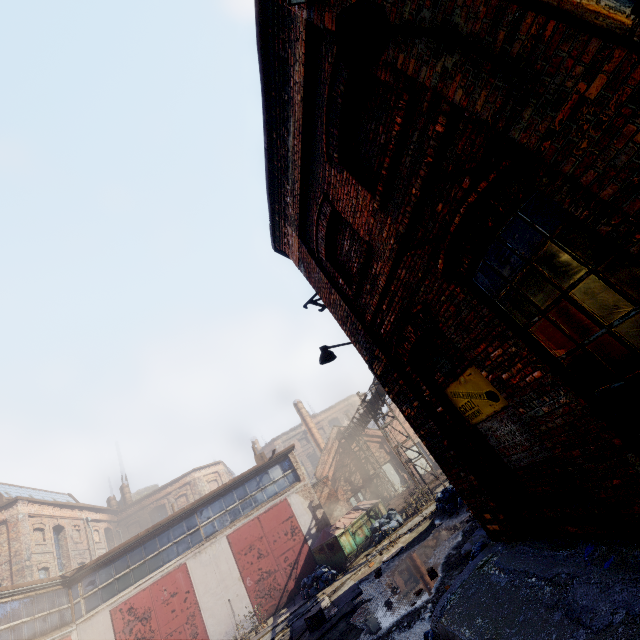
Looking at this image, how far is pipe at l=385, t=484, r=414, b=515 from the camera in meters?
20.2

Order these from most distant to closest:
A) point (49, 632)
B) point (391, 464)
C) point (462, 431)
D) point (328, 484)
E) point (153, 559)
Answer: point (391, 464), point (328, 484), point (153, 559), point (49, 632), point (462, 431)

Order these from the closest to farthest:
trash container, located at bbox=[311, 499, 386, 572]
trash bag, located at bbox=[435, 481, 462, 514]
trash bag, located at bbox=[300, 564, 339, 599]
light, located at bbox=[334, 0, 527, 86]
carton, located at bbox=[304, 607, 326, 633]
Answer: light, located at bbox=[334, 0, 527, 86] → carton, located at bbox=[304, 607, 326, 633] → trash bag, located at bbox=[435, 481, 462, 514] → trash bag, located at bbox=[300, 564, 339, 599] → trash container, located at bbox=[311, 499, 386, 572]

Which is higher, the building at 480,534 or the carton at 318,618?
the carton at 318,618

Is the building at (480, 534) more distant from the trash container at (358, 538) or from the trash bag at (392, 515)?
the trash container at (358, 538)

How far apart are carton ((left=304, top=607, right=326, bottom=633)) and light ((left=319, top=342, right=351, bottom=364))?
8.2 meters

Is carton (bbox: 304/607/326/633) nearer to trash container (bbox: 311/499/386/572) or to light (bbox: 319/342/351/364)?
trash container (bbox: 311/499/386/572)

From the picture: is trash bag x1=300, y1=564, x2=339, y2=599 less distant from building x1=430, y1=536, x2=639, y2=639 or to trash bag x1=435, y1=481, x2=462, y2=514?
trash bag x1=435, y1=481, x2=462, y2=514
